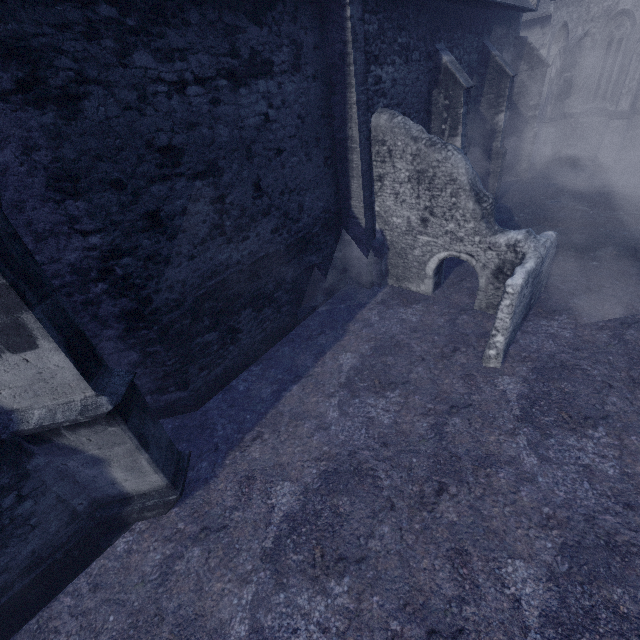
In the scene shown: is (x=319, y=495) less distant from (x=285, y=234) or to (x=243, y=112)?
(x=285, y=234)
